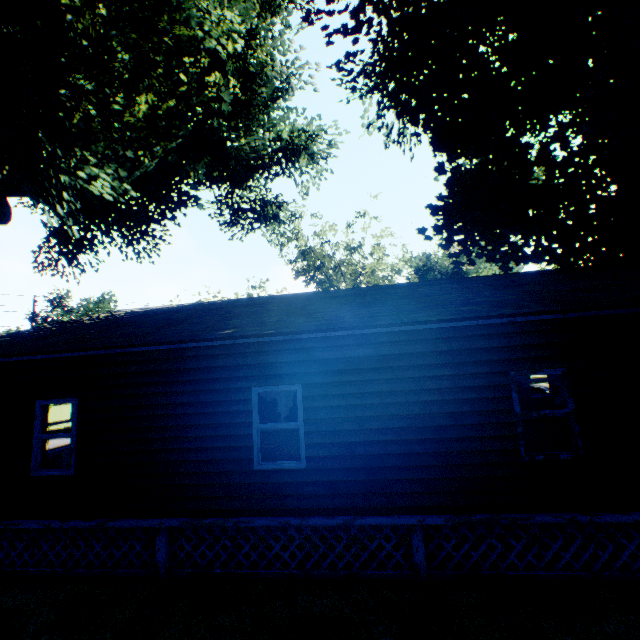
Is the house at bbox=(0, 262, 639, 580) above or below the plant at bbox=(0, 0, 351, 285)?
below

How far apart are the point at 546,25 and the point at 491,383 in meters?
10.8 m

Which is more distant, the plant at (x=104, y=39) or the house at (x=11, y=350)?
the plant at (x=104, y=39)

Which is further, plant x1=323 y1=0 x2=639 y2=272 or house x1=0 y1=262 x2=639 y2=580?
plant x1=323 y1=0 x2=639 y2=272
